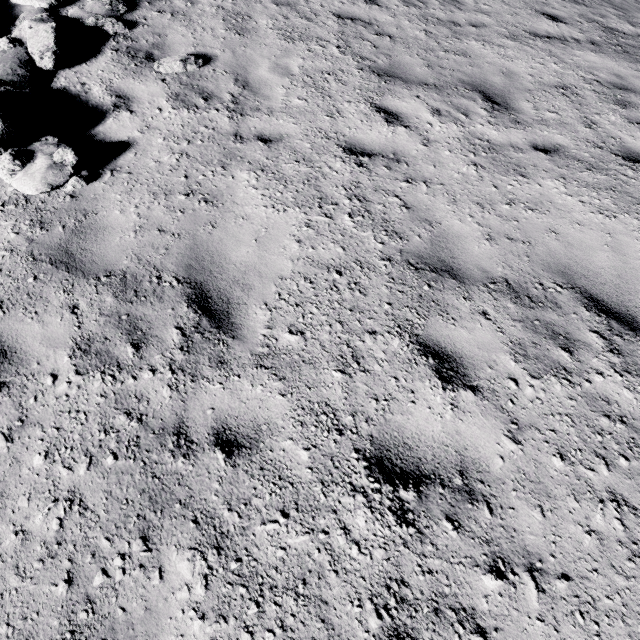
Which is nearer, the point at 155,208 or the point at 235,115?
the point at 155,208
